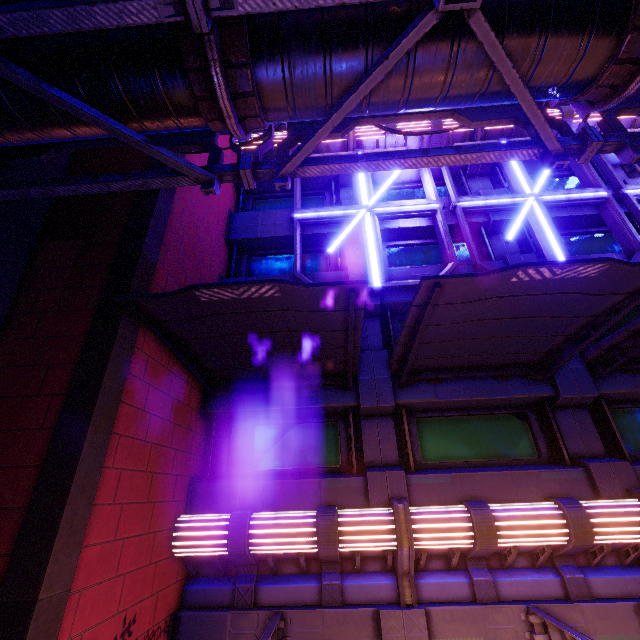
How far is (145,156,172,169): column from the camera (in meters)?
7.05

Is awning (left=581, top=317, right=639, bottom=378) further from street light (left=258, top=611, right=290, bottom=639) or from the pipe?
street light (left=258, top=611, right=290, bottom=639)

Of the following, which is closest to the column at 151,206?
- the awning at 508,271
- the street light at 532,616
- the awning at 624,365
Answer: the awning at 508,271

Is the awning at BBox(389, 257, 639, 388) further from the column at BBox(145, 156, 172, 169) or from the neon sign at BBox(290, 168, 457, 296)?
the column at BBox(145, 156, 172, 169)

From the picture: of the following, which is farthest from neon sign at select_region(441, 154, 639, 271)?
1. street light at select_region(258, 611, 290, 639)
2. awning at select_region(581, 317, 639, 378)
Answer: street light at select_region(258, 611, 290, 639)

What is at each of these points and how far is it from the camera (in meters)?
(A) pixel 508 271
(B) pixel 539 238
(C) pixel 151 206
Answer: (A) awning, 4.82
(B) neon sign, 10.00
(C) column, 6.48

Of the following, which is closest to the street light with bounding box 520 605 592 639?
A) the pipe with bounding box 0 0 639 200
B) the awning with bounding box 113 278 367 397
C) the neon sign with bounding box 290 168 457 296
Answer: the awning with bounding box 113 278 367 397

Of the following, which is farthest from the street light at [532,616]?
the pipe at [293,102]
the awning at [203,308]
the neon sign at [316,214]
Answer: the neon sign at [316,214]
